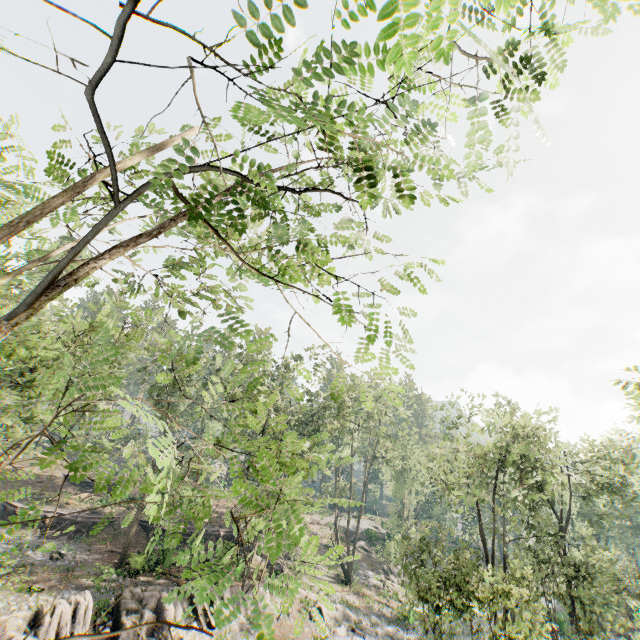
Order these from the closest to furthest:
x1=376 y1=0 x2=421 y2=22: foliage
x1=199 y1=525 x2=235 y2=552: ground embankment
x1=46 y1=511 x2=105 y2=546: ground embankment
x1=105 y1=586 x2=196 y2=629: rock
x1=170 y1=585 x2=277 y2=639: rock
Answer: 1. x1=376 y1=0 x2=421 y2=22: foliage
2. x1=105 y1=586 x2=196 y2=629: rock
3. x1=170 y1=585 x2=277 y2=639: rock
4. x1=199 y1=525 x2=235 y2=552: ground embankment
5. x1=46 y1=511 x2=105 y2=546: ground embankment

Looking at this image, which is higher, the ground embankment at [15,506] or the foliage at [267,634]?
the foliage at [267,634]

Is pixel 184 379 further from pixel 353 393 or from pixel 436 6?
pixel 436 6

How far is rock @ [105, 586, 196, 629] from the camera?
18.9 meters

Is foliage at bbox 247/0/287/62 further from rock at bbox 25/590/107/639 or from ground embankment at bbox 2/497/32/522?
ground embankment at bbox 2/497/32/522

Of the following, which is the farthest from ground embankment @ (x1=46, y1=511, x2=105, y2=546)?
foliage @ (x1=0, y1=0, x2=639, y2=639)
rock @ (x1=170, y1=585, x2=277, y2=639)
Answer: foliage @ (x1=0, y1=0, x2=639, y2=639)

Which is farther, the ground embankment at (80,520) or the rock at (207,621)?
the ground embankment at (80,520)

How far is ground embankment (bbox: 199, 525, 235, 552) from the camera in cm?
2827
